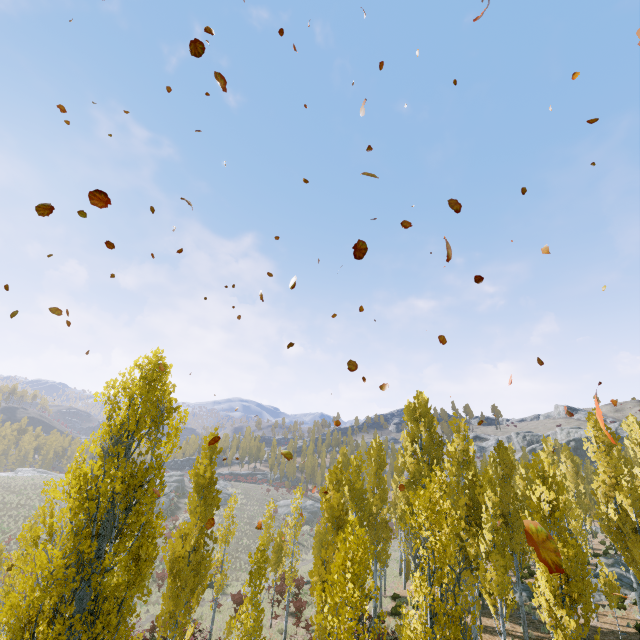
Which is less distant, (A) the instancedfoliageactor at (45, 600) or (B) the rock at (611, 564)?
(A) the instancedfoliageactor at (45, 600)

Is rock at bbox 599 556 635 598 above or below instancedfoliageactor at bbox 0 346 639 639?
below

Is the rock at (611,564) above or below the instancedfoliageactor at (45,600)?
below

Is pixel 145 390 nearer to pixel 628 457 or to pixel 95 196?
pixel 95 196

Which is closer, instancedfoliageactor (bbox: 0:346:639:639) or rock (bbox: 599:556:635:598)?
instancedfoliageactor (bbox: 0:346:639:639)
